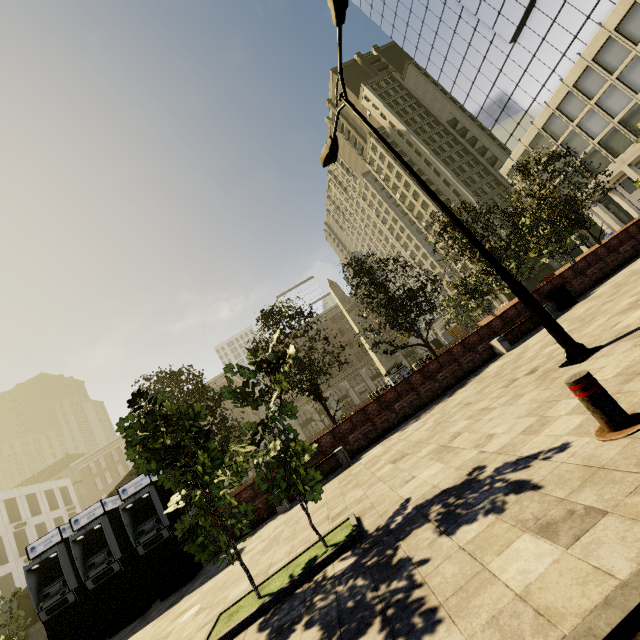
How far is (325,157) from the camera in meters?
9.5 m

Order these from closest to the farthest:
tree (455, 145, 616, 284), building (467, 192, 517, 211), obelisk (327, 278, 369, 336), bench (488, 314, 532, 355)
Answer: bench (488, 314, 532, 355) < tree (455, 145, 616, 284) < obelisk (327, 278, 369, 336) < building (467, 192, 517, 211)

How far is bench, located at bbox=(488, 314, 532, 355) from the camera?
11.5 meters

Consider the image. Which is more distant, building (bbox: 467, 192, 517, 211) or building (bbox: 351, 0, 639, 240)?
building (bbox: 467, 192, 517, 211)

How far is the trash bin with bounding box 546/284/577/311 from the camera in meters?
12.1 m

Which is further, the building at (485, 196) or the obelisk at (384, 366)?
the building at (485, 196)

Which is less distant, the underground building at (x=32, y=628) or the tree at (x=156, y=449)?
the tree at (x=156, y=449)

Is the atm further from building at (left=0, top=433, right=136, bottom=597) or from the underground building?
building at (left=0, top=433, right=136, bottom=597)
